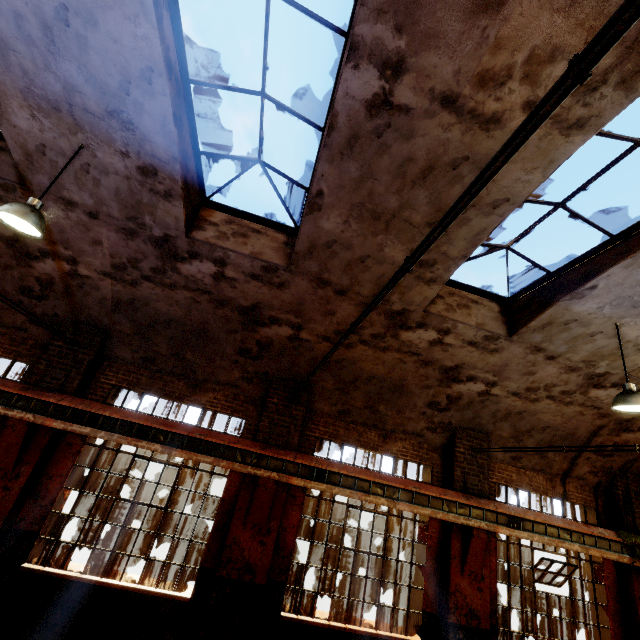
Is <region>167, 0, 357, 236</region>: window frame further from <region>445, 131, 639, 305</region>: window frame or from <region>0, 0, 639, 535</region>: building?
<region>445, 131, 639, 305</region>: window frame

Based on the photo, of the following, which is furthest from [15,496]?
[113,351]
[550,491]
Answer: [550,491]

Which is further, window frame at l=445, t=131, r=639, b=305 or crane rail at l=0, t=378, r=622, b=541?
crane rail at l=0, t=378, r=622, b=541

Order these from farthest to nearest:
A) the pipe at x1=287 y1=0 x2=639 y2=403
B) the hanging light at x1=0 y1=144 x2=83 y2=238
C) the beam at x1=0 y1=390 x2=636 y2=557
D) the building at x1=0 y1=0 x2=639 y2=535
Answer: the beam at x1=0 y1=390 x2=636 y2=557 → the hanging light at x1=0 y1=144 x2=83 y2=238 → the building at x1=0 y1=0 x2=639 y2=535 → the pipe at x1=287 y1=0 x2=639 y2=403

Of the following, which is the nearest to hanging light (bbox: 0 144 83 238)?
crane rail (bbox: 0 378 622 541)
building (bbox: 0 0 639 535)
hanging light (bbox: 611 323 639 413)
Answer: building (bbox: 0 0 639 535)

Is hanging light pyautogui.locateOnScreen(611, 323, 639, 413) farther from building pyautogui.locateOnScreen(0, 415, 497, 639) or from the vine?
the vine

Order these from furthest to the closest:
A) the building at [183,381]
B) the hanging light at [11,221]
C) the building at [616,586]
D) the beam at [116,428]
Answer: the building at [616,586]
the beam at [116,428]
the hanging light at [11,221]
the building at [183,381]

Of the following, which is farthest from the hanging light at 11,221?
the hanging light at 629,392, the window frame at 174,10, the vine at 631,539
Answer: the vine at 631,539
